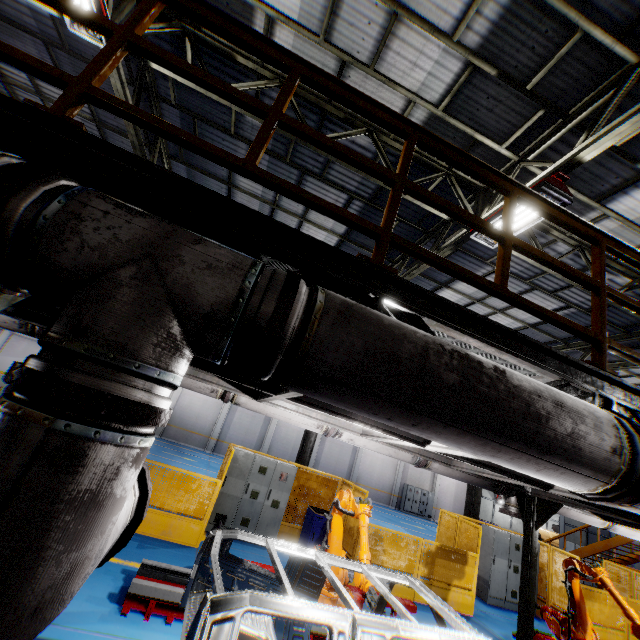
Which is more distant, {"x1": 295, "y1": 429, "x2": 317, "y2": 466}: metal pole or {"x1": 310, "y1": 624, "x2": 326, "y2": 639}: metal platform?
{"x1": 295, "y1": 429, "x2": 317, "y2": 466}: metal pole

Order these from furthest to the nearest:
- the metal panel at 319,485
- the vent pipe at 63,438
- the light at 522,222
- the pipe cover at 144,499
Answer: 1. the metal panel at 319,485
2. the light at 522,222
3. the pipe cover at 144,499
4. the vent pipe at 63,438

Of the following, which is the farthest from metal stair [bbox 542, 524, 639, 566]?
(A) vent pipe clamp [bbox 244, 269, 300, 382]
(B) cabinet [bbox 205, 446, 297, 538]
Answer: (A) vent pipe clamp [bbox 244, 269, 300, 382]

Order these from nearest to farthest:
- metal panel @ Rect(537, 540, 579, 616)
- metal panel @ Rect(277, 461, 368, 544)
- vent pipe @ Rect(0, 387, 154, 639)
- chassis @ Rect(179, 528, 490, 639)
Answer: vent pipe @ Rect(0, 387, 154, 639)
chassis @ Rect(179, 528, 490, 639)
metal panel @ Rect(277, 461, 368, 544)
metal panel @ Rect(537, 540, 579, 616)

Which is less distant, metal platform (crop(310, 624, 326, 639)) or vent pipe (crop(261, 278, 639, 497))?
vent pipe (crop(261, 278, 639, 497))

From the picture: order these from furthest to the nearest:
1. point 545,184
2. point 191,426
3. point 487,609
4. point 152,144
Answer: point 191,426
point 487,609
point 152,144
point 545,184

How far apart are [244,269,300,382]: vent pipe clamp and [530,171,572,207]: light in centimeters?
535cm

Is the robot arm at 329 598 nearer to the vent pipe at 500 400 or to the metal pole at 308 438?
the vent pipe at 500 400
